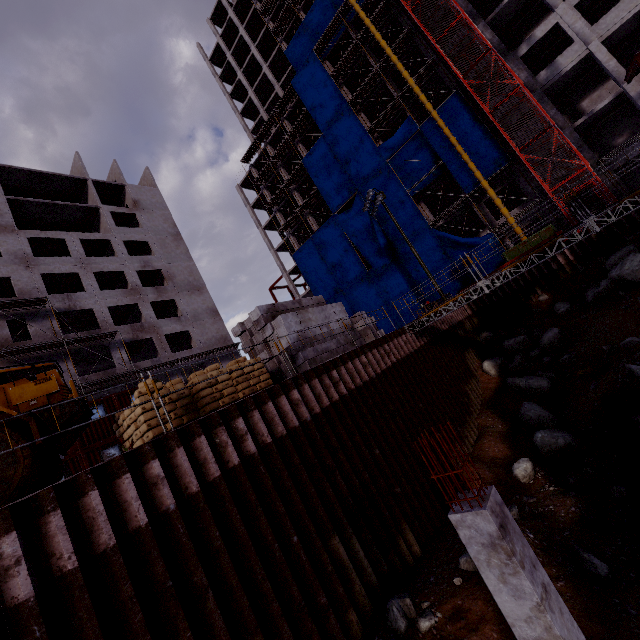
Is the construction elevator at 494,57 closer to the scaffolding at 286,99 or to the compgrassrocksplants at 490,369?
the scaffolding at 286,99

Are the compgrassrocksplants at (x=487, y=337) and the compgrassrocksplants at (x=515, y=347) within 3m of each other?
yes

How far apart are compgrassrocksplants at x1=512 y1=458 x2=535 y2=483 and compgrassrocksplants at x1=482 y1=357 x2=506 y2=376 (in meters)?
7.69

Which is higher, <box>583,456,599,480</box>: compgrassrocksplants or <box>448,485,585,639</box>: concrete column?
<box>448,485,585,639</box>: concrete column

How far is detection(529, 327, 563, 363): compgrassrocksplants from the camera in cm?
1741

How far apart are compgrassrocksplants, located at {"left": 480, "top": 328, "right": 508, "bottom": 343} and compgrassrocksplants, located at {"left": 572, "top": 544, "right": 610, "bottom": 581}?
15.91m

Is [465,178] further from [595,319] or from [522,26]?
[595,319]

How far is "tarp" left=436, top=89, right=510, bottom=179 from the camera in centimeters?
2689cm
